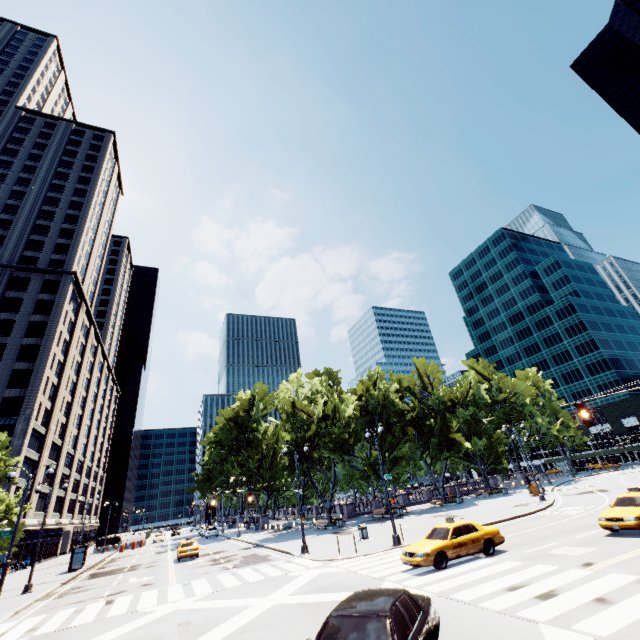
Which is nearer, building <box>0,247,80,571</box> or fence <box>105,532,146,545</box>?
building <box>0,247,80,571</box>

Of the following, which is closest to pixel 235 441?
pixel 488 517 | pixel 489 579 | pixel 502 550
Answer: pixel 488 517

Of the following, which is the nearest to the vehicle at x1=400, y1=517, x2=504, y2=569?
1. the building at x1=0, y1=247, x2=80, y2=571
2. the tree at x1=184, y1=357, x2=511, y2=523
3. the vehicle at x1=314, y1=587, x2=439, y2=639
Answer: the vehicle at x1=314, y1=587, x2=439, y2=639

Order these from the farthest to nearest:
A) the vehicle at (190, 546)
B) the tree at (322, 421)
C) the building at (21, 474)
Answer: the tree at (322, 421), the building at (21, 474), the vehicle at (190, 546)

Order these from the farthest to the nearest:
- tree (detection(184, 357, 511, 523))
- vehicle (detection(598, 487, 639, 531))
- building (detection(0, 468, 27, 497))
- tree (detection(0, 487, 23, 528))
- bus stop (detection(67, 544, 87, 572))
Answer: tree (detection(184, 357, 511, 523)) → building (detection(0, 468, 27, 497)) → bus stop (detection(67, 544, 87, 572)) → tree (detection(0, 487, 23, 528)) → vehicle (detection(598, 487, 639, 531))

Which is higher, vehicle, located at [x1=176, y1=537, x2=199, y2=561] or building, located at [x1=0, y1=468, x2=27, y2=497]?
building, located at [x1=0, y1=468, x2=27, y2=497]

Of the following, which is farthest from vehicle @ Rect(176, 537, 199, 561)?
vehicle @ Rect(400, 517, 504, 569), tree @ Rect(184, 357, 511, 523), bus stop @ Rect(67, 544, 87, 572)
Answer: vehicle @ Rect(400, 517, 504, 569)

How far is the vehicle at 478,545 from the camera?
14.0m
